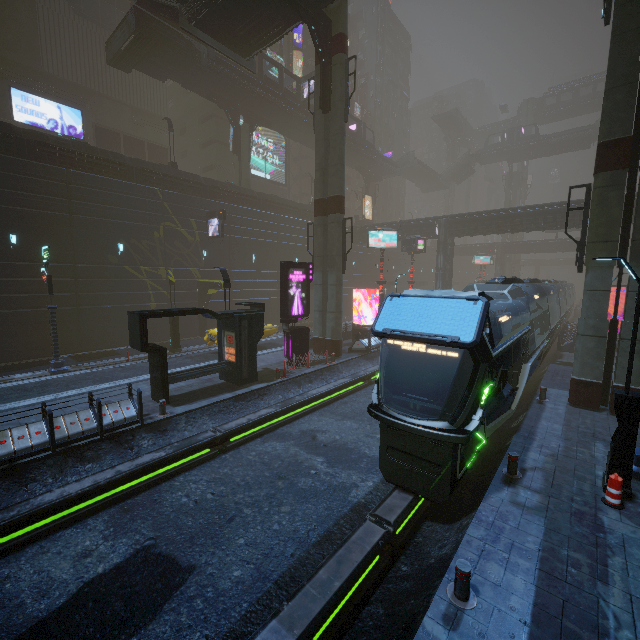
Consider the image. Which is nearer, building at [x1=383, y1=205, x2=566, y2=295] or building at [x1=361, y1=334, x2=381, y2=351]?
building at [x1=361, y1=334, x2=381, y2=351]

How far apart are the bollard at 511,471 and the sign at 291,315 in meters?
11.8 m

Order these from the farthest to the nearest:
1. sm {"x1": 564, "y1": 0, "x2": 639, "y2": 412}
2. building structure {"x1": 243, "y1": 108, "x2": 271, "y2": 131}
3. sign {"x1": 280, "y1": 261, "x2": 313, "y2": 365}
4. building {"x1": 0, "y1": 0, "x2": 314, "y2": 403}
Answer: building structure {"x1": 243, "y1": 108, "x2": 271, "y2": 131}, building {"x1": 0, "y1": 0, "x2": 314, "y2": 403}, sign {"x1": 280, "y1": 261, "x2": 313, "y2": 365}, sm {"x1": 564, "y1": 0, "x2": 639, "y2": 412}

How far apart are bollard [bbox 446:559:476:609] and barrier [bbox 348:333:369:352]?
17.18m

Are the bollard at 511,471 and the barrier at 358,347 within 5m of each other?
no

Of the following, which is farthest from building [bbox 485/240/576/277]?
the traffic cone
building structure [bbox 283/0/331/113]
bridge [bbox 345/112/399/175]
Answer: building structure [bbox 283/0/331/113]

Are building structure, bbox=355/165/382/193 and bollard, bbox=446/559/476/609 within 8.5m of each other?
no

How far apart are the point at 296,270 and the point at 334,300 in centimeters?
351cm
